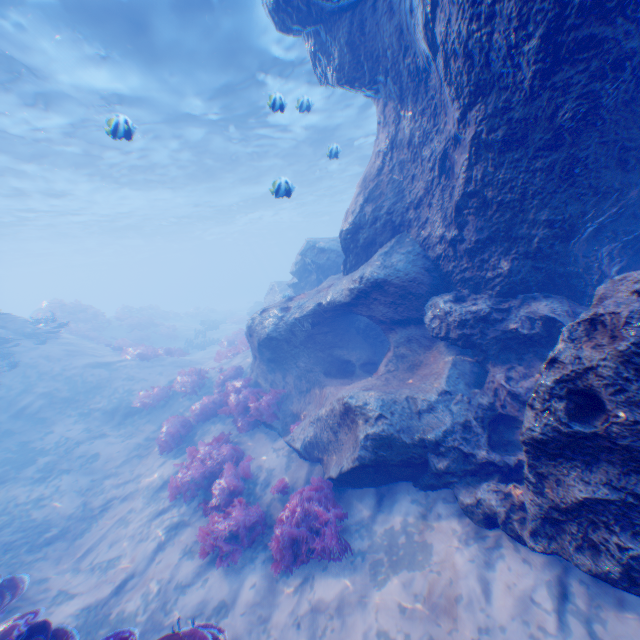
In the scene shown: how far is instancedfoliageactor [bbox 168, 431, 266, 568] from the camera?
6.47m

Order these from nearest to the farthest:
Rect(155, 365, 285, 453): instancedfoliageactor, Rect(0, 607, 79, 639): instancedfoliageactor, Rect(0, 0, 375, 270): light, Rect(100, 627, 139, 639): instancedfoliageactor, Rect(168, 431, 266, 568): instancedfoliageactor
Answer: Rect(100, 627, 139, 639): instancedfoliageactor
Rect(0, 607, 79, 639): instancedfoliageactor
Rect(168, 431, 266, 568): instancedfoliageactor
Rect(155, 365, 285, 453): instancedfoliageactor
Rect(0, 0, 375, 270): light

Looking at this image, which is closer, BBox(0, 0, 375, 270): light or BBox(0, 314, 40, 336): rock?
BBox(0, 0, 375, 270): light

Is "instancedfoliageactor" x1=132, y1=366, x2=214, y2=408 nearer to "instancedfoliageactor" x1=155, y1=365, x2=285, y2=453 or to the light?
"instancedfoliageactor" x1=155, y1=365, x2=285, y2=453

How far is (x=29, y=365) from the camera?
13.8m

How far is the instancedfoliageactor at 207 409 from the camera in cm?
997

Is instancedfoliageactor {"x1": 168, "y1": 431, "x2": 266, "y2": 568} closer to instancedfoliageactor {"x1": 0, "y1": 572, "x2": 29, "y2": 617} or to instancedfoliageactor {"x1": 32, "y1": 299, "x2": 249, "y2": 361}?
instancedfoliageactor {"x1": 0, "y1": 572, "x2": 29, "y2": 617}

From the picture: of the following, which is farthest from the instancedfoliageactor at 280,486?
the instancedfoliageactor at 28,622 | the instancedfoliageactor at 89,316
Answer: the instancedfoliageactor at 89,316
